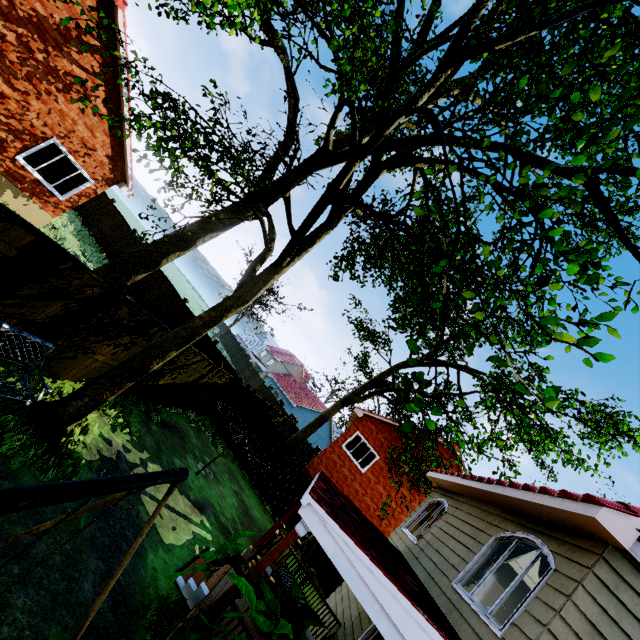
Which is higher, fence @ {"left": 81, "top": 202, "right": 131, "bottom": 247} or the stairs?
fence @ {"left": 81, "top": 202, "right": 131, "bottom": 247}

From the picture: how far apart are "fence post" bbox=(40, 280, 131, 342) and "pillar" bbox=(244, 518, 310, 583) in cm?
542

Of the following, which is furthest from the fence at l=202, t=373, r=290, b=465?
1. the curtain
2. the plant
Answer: the curtain

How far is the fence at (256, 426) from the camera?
15.5 meters

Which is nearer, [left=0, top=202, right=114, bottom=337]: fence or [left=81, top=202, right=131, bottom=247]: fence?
[left=0, top=202, right=114, bottom=337]: fence

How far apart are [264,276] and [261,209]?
3.5m

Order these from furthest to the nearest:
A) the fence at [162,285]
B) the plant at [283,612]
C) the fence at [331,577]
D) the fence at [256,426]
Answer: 1. the fence at [256,426]
2. the fence at [331,577]
3. the fence at [162,285]
4. the plant at [283,612]

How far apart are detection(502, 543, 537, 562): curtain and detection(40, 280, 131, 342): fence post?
9.0 meters
